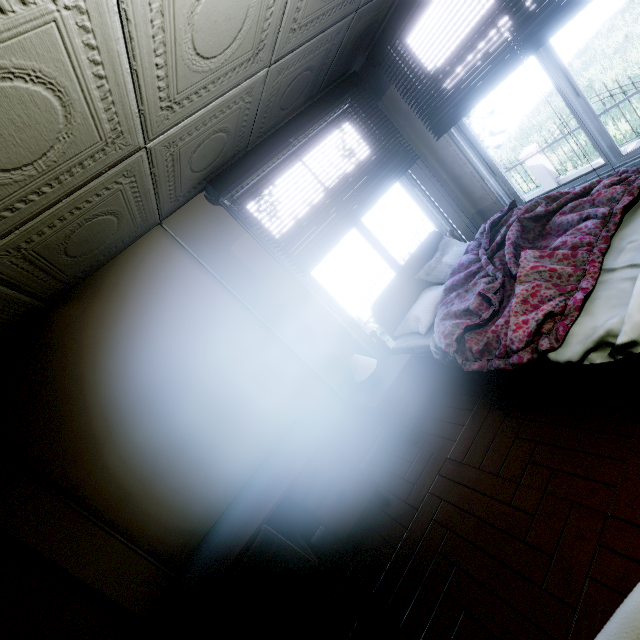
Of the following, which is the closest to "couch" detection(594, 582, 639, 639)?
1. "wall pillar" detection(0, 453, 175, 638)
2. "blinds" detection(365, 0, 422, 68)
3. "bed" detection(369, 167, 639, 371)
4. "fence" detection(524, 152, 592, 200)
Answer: "bed" detection(369, 167, 639, 371)

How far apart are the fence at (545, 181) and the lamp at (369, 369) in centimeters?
1022cm

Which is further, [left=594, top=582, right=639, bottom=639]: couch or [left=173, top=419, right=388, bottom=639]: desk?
[left=173, top=419, right=388, bottom=639]: desk

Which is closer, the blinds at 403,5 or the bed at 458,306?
the bed at 458,306

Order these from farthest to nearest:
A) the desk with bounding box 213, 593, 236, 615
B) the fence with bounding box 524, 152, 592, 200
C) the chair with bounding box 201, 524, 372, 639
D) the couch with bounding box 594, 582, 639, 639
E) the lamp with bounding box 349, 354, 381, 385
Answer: the fence with bounding box 524, 152, 592, 200, the lamp with bounding box 349, 354, 381, 385, the desk with bounding box 213, 593, 236, 615, the chair with bounding box 201, 524, 372, 639, the couch with bounding box 594, 582, 639, 639

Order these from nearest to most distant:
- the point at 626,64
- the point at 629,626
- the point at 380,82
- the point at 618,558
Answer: the point at 629,626 < the point at 618,558 < the point at 380,82 < the point at 626,64

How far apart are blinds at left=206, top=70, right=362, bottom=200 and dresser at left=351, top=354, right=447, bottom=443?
2.1 meters

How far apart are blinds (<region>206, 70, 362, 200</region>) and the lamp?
1.8m
